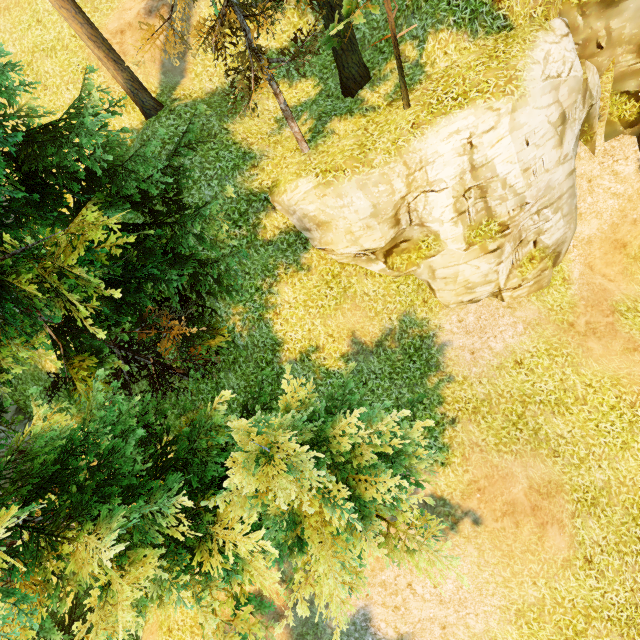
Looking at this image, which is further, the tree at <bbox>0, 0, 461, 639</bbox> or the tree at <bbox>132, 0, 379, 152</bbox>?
the tree at <bbox>132, 0, 379, 152</bbox>

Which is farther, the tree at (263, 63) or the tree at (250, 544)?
the tree at (263, 63)

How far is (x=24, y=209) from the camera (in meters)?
7.82
